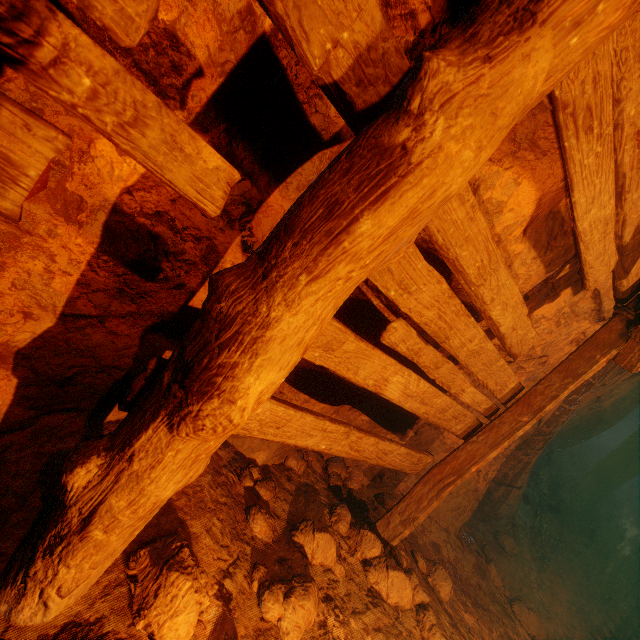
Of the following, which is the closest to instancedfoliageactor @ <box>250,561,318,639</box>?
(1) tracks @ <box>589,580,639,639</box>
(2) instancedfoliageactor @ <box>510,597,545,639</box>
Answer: (1) tracks @ <box>589,580,639,639</box>

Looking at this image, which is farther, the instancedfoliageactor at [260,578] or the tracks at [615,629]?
the tracks at [615,629]

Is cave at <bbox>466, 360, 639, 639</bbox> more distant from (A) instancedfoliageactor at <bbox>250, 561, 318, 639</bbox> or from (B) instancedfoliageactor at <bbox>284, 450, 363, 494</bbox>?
(A) instancedfoliageactor at <bbox>250, 561, 318, 639</bbox>

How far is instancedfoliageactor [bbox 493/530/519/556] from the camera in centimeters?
480cm

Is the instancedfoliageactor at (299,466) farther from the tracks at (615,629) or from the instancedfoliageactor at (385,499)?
the tracks at (615,629)

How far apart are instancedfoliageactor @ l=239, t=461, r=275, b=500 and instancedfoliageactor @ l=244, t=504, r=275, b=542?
0.1m

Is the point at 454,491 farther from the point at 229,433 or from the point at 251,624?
the point at 229,433

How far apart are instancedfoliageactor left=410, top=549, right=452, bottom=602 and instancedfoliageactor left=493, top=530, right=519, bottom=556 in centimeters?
222cm
